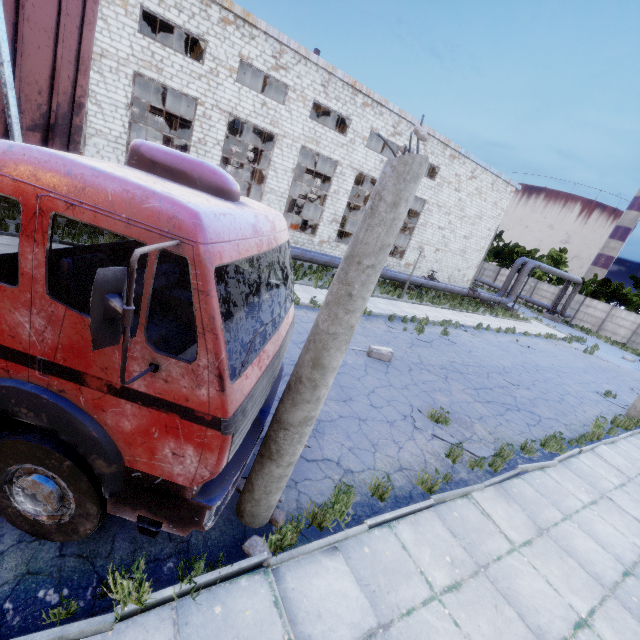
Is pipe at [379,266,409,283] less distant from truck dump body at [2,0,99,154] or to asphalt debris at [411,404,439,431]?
truck dump body at [2,0,99,154]

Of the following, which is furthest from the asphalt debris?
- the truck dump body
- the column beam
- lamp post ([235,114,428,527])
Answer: the column beam

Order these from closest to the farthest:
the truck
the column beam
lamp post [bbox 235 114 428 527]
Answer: the truck < lamp post [bbox 235 114 428 527] < the column beam

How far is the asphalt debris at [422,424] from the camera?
7.57m

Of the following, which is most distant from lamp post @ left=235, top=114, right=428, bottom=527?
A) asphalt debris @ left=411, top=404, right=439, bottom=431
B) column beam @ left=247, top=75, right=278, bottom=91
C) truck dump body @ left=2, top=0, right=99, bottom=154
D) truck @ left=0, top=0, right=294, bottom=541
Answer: column beam @ left=247, top=75, right=278, bottom=91

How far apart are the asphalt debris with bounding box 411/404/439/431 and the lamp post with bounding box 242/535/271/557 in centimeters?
458cm

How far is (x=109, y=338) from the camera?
2.0m

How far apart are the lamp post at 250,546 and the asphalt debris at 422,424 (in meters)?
4.58
